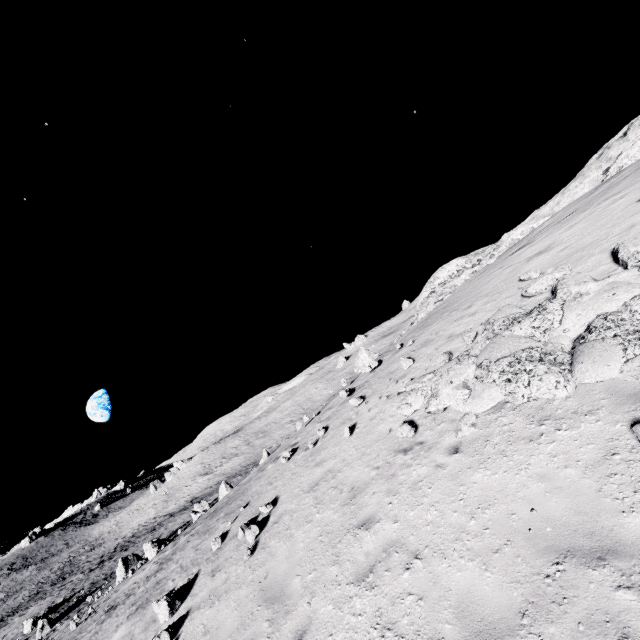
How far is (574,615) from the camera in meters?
3.4

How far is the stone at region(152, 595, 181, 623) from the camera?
8.7 meters

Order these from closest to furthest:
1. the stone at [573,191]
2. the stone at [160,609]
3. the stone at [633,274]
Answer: the stone at [633,274] → the stone at [160,609] → the stone at [573,191]

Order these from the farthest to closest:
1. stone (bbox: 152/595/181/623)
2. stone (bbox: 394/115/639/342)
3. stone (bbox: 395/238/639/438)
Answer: stone (bbox: 394/115/639/342) < stone (bbox: 152/595/181/623) < stone (bbox: 395/238/639/438)

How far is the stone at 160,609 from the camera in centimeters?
870cm

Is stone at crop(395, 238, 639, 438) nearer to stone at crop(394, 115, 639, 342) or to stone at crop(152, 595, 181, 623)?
stone at crop(394, 115, 639, 342)

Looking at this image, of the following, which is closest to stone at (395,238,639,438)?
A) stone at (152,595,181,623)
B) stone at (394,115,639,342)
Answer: stone at (394,115,639,342)
